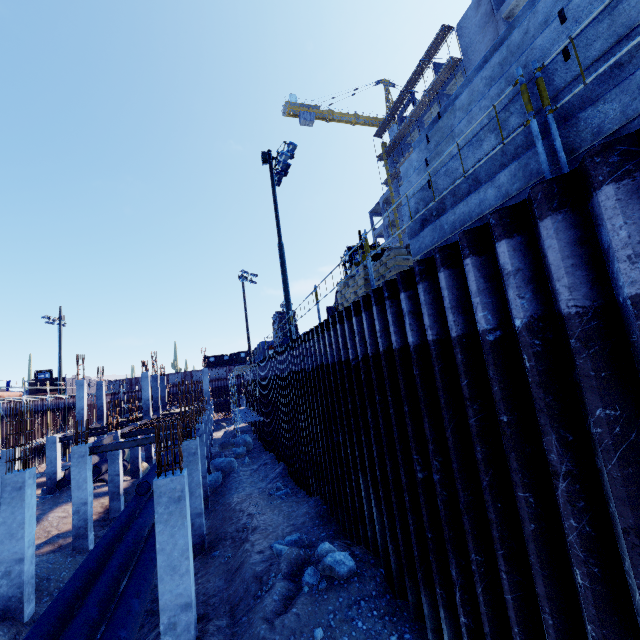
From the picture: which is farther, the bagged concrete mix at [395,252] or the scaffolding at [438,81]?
the scaffolding at [438,81]

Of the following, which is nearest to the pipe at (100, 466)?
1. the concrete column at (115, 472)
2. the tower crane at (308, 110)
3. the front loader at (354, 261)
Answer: the concrete column at (115, 472)

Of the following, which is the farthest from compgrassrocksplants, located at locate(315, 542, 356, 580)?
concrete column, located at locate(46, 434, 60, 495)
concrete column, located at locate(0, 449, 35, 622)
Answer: concrete column, located at locate(46, 434, 60, 495)

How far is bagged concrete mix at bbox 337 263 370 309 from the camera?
8.7m

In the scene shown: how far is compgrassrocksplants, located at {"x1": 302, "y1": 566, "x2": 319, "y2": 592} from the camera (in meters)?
6.61

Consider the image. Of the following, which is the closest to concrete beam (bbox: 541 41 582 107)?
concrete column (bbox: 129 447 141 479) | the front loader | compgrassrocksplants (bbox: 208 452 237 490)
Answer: the front loader

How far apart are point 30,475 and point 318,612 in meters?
10.1 m

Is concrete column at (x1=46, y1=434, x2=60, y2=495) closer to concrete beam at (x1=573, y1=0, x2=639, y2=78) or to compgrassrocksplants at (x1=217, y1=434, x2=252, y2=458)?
compgrassrocksplants at (x1=217, y1=434, x2=252, y2=458)
